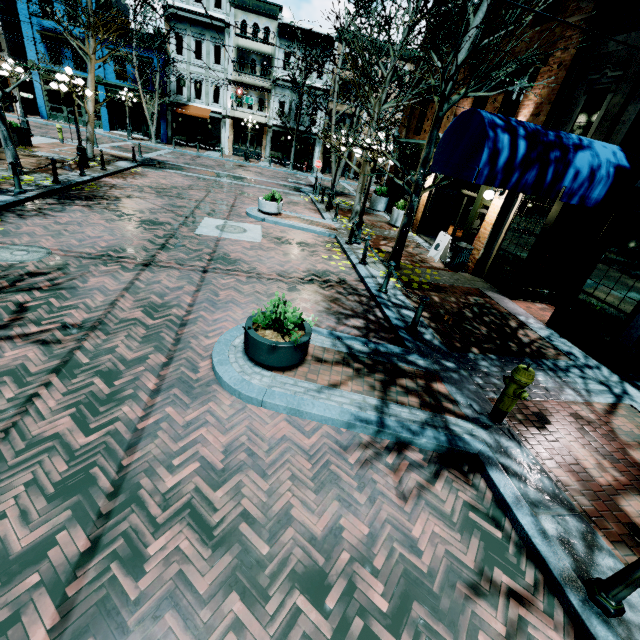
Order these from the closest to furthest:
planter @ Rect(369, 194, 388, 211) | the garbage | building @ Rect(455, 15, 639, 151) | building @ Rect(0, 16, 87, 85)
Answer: building @ Rect(455, 15, 639, 151) < the garbage < planter @ Rect(369, 194, 388, 211) < building @ Rect(0, 16, 87, 85)

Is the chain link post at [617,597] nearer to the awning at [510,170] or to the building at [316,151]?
the awning at [510,170]

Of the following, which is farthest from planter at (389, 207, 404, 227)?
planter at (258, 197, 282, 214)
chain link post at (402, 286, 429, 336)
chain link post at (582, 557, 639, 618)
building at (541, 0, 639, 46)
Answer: chain link post at (582, 557, 639, 618)

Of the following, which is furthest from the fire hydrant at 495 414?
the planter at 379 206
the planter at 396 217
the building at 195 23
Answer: the building at 195 23

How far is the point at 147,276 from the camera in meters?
7.0 m

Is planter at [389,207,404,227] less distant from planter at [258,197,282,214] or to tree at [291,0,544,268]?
tree at [291,0,544,268]

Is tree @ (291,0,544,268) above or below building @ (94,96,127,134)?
above

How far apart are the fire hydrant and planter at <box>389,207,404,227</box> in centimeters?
1242cm
